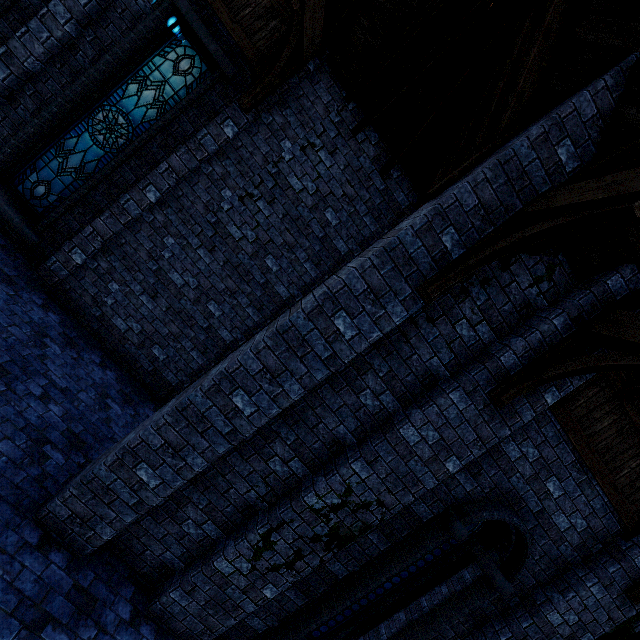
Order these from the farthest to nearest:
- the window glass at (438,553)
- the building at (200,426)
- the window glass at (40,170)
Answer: the window glass at (40,170) < the window glass at (438,553) < the building at (200,426)

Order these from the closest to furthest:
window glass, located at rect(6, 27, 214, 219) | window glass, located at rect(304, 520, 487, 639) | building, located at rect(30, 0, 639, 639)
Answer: building, located at rect(30, 0, 639, 639) < window glass, located at rect(304, 520, 487, 639) < window glass, located at rect(6, 27, 214, 219)

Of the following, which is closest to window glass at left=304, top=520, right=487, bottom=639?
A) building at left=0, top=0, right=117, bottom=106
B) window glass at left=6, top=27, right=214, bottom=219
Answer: building at left=0, top=0, right=117, bottom=106

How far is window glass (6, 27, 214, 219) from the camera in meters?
6.2

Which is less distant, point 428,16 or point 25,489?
point 25,489

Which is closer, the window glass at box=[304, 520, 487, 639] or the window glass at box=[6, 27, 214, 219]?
the window glass at box=[304, 520, 487, 639]

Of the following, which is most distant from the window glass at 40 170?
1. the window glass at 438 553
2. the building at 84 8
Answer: the window glass at 438 553

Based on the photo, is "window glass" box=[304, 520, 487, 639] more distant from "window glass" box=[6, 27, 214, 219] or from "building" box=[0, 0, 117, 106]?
"window glass" box=[6, 27, 214, 219]
